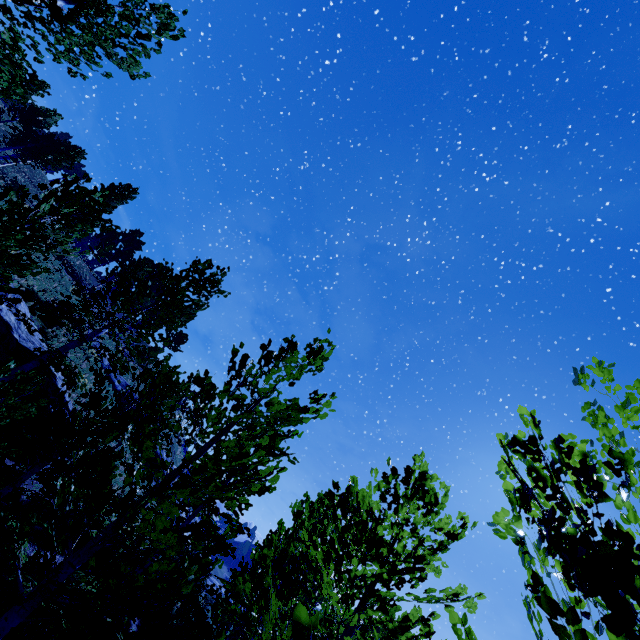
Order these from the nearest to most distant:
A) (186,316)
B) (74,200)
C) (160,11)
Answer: (74,200)
(160,11)
(186,316)

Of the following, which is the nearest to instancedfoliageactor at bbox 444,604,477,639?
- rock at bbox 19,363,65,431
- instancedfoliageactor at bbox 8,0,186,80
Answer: instancedfoliageactor at bbox 8,0,186,80

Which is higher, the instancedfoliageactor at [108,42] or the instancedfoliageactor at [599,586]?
the instancedfoliageactor at [108,42]

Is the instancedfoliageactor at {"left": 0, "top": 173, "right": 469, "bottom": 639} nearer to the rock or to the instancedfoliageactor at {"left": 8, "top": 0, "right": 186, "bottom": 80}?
the instancedfoliageactor at {"left": 8, "top": 0, "right": 186, "bottom": 80}

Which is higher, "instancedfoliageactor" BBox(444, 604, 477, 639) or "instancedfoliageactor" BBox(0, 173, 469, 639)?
"instancedfoliageactor" BBox(444, 604, 477, 639)

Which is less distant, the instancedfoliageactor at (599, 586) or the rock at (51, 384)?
the instancedfoliageactor at (599, 586)

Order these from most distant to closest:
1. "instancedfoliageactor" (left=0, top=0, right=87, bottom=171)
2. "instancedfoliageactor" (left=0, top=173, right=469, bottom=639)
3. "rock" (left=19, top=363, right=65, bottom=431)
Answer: "rock" (left=19, top=363, right=65, bottom=431) < "instancedfoliageactor" (left=0, top=0, right=87, bottom=171) < "instancedfoliageactor" (left=0, top=173, right=469, bottom=639)
